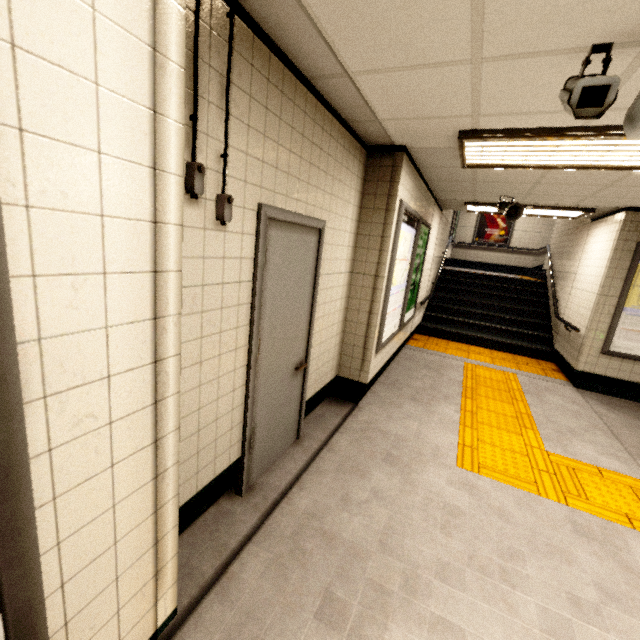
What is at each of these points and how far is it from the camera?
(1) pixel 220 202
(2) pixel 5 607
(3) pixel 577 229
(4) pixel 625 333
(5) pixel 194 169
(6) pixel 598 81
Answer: (1) exterior wiring, 1.6 meters
(2) sign, 0.7 meters
(3) stairs, 7.1 meters
(4) sign, 5.1 meters
(5) exterior wiring, 1.4 meters
(6) window, 1.5 meters

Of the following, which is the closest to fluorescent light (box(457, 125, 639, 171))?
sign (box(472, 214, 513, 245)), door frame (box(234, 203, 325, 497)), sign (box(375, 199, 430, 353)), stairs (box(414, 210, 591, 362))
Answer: sign (box(375, 199, 430, 353))

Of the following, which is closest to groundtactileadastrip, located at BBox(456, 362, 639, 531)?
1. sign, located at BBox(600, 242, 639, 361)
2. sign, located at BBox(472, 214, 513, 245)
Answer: sign, located at BBox(600, 242, 639, 361)

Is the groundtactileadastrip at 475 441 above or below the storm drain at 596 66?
below

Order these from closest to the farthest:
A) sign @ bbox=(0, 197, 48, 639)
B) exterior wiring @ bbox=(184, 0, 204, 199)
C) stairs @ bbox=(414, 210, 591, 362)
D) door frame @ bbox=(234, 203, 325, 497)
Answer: sign @ bbox=(0, 197, 48, 639) → exterior wiring @ bbox=(184, 0, 204, 199) → door frame @ bbox=(234, 203, 325, 497) → stairs @ bbox=(414, 210, 591, 362)

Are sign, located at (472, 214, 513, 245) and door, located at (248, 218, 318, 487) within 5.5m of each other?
no

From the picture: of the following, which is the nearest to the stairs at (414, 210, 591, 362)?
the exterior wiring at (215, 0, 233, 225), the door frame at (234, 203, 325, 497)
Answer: the door frame at (234, 203, 325, 497)

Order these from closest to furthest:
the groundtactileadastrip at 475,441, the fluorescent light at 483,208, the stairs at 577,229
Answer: the groundtactileadastrip at 475,441 → the fluorescent light at 483,208 → the stairs at 577,229
